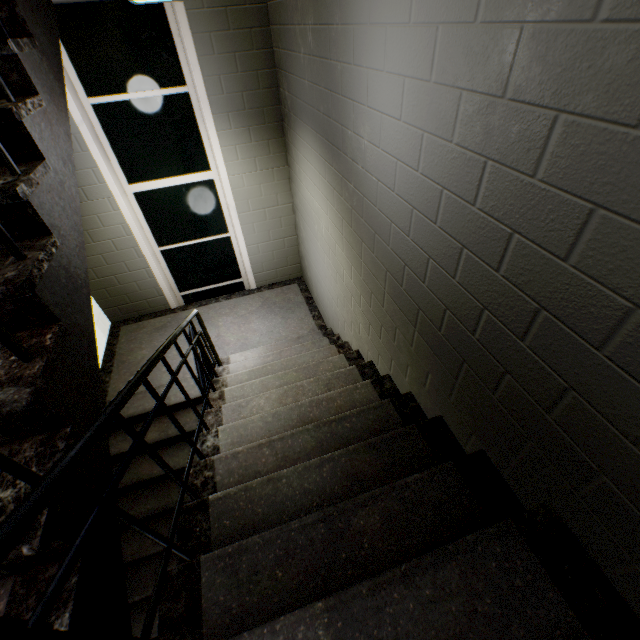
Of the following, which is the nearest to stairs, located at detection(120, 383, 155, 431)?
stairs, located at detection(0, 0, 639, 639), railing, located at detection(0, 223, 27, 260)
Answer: stairs, located at detection(0, 0, 639, 639)

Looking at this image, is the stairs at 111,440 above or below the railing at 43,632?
below

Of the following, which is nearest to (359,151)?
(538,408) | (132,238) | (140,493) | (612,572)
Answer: (538,408)

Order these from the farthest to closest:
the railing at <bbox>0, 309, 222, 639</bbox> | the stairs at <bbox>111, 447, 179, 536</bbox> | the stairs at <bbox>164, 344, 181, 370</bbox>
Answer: the stairs at <bbox>164, 344, 181, 370</bbox>, the stairs at <bbox>111, 447, 179, 536</bbox>, the railing at <bbox>0, 309, 222, 639</bbox>

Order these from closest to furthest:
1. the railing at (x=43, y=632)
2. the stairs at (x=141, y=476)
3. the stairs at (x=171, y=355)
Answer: the railing at (x=43, y=632), the stairs at (x=141, y=476), the stairs at (x=171, y=355)

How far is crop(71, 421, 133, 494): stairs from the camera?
1.0m

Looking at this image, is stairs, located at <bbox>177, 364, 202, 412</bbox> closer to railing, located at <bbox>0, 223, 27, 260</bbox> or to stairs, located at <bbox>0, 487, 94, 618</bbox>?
stairs, located at <bbox>0, 487, 94, 618</bbox>
